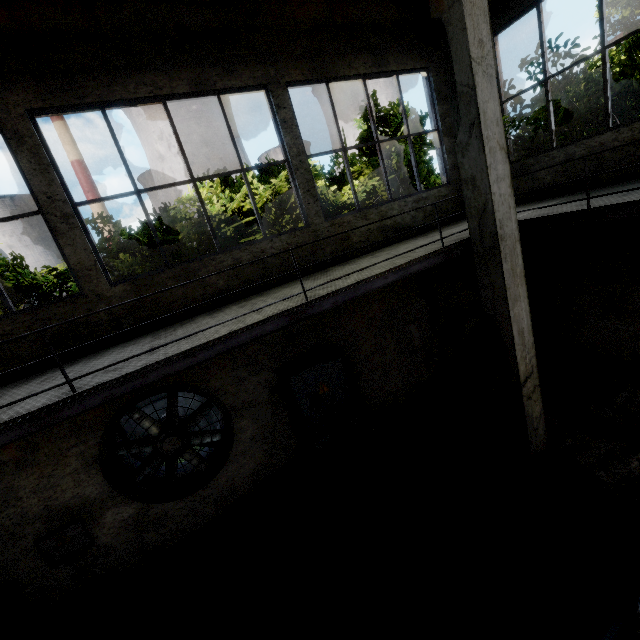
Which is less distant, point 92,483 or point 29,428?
point 29,428

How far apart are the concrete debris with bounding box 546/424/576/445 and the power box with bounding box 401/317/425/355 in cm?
143

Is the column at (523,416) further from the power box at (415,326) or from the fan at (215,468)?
the fan at (215,468)

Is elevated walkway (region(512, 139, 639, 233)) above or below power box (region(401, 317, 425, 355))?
above

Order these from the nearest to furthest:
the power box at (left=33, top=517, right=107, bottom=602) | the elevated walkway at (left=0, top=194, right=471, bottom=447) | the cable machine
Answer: the cable machine → the elevated walkway at (left=0, top=194, right=471, bottom=447) → the power box at (left=33, top=517, right=107, bottom=602)

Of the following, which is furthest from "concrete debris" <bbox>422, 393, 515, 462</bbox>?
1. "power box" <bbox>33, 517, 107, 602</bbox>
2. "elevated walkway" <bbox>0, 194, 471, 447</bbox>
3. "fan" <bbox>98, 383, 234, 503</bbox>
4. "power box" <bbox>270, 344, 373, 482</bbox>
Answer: "power box" <bbox>33, 517, 107, 602</bbox>

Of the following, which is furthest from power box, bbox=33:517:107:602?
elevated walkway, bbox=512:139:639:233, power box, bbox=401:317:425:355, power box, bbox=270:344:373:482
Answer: elevated walkway, bbox=512:139:639:233

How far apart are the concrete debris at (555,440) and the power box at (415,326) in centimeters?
143cm
